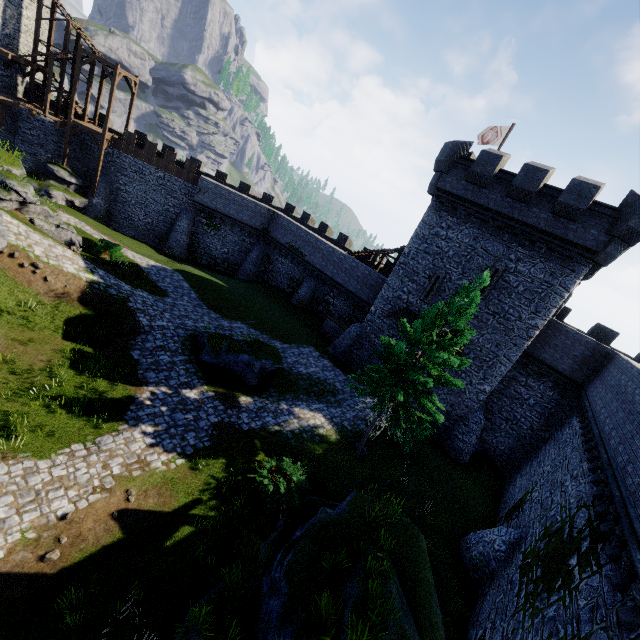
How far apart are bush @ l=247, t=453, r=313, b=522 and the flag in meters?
24.8 m

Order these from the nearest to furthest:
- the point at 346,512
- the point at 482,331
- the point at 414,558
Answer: the point at 414,558, the point at 346,512, the point at 482,331

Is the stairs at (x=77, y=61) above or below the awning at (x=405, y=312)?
above

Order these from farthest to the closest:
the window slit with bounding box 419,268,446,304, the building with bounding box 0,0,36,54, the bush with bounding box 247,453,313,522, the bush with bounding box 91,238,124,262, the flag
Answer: the building with bounding box 0,0,36,54 → the flag → the bush with bounding box 91,238,124,262 → the window slit with bounding box 419,268,446,304 → the bush with bounding box 247,453,313,522

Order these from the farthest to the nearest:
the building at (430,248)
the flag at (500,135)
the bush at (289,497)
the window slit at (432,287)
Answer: the flag at (500,135), the window slit at (432,287), the building at (430,248), the bush at (289,497)

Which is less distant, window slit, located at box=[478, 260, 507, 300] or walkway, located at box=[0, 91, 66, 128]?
window slit, located at box=[478, 260, 507, 300]

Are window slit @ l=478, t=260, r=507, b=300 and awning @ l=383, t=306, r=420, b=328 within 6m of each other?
yes

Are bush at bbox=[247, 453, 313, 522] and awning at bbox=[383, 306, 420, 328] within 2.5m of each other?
no
